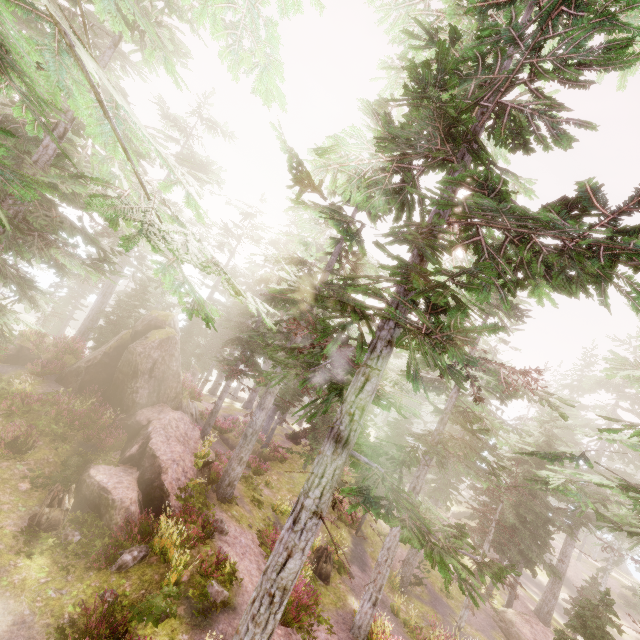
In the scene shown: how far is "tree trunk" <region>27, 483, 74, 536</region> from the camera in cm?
1079

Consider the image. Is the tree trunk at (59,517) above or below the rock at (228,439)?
above

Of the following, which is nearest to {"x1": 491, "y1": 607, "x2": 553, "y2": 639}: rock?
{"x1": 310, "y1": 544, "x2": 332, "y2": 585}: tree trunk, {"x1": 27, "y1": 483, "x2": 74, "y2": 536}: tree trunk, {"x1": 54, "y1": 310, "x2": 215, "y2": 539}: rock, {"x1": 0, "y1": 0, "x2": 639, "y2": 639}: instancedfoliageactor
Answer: {"x1": 0, "y1": 0, "x2": 639, "y2": 639}: instancedfoliageactor

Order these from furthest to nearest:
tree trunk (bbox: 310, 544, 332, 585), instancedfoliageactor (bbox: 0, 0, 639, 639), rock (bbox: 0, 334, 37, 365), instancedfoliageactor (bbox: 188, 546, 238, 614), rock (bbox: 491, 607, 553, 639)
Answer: rock (bbox: 491, 607, 553, 639)
rock (bbox: 0, 334, 37, 365)
tree trunk (bbox: 310, 544, 332, 585)
instancedfoliageactor (bbox: 188, 546, 238, 614)
instancedfoliageactor (bbox: 0, 0, 639, 639)

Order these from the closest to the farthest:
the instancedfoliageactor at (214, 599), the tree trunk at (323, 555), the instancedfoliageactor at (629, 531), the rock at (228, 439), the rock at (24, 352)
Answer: the instancedfoliageactor at (629, 531), the instancedfoliageactor at (214, 599), the tree trunk at (323, 555), the rock at (24, 352), the rock at (228, 439)

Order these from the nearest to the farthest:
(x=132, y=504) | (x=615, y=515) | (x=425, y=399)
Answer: (x=132, y=504) → (x=615, y=515) → (x=425, y=399)

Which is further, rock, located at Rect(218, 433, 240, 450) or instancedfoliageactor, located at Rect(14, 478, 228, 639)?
rock, located at Rect(218, 433, 240, 450)
